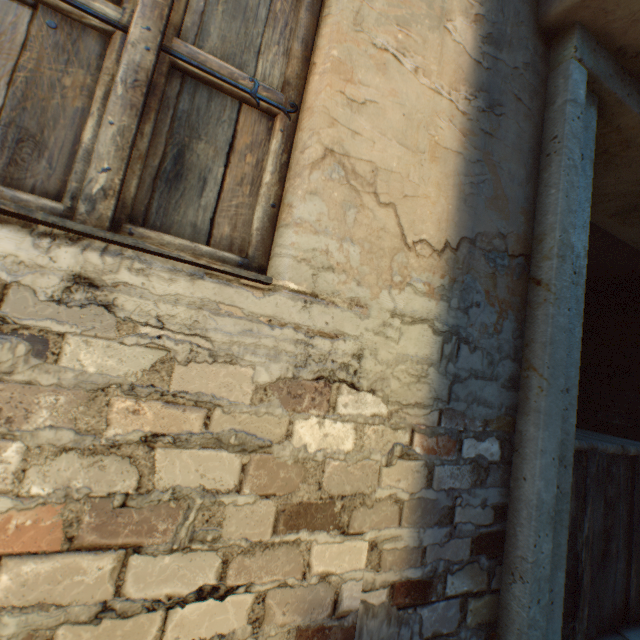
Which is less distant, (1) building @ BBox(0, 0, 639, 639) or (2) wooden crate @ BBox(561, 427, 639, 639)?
(1) building @ BBox(0, 0, 639, 639)

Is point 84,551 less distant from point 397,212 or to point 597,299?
point 397,212

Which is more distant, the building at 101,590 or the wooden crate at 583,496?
the wooden crate at 583,496
